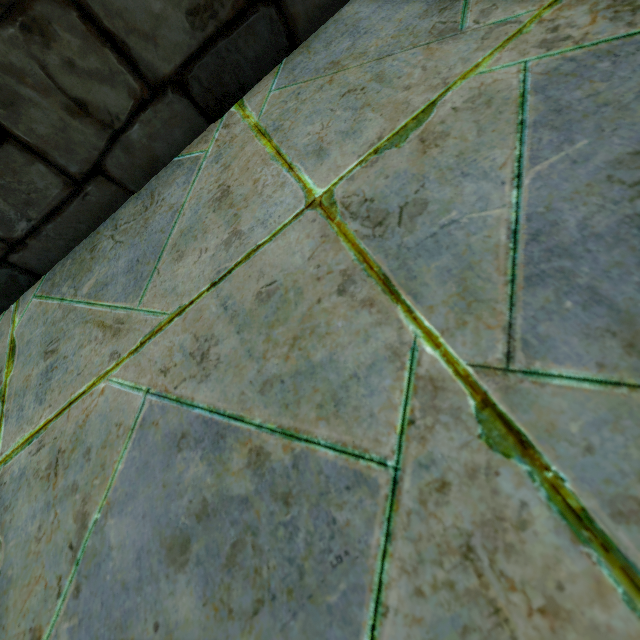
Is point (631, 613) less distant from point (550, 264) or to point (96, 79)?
point (550, 264)
